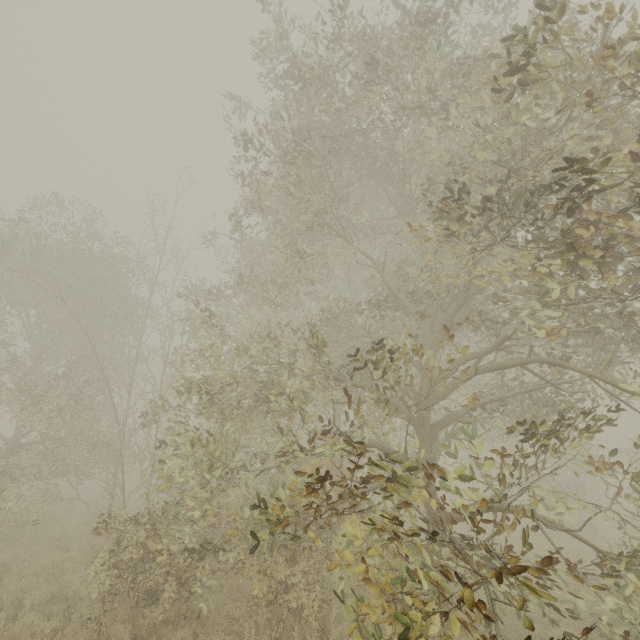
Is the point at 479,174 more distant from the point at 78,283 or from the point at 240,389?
the point at 240,389
